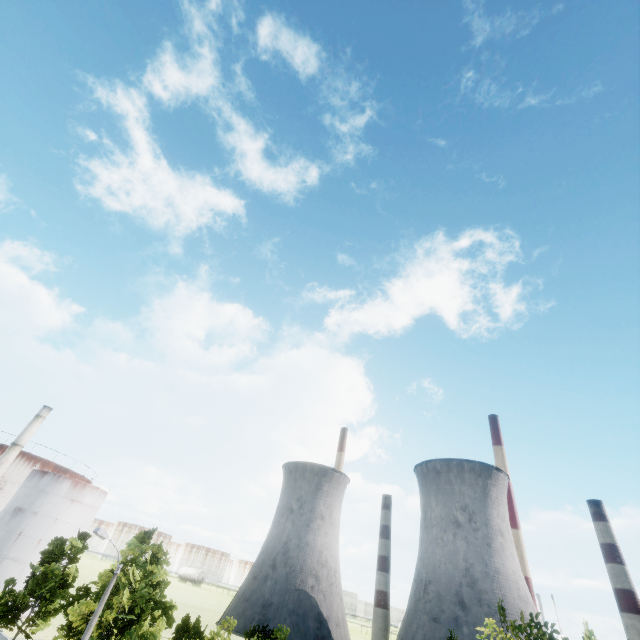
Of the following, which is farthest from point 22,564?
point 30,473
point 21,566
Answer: point 30,473

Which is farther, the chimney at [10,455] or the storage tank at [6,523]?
the chimney at [10,455]

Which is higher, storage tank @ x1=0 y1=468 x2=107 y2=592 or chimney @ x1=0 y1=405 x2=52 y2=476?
chimney @ x1=0 y1=405 x2=52 y2=476

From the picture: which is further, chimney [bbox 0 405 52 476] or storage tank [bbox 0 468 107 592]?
chimney [bbox 0 405 52 476]

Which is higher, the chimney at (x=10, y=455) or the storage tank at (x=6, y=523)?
the chimney at (x=10, y=455)
